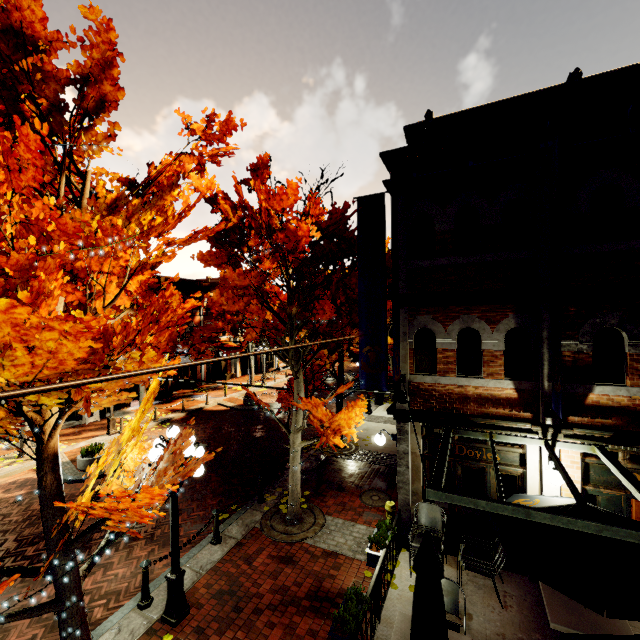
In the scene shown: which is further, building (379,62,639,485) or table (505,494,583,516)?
building (379,62,639,485)

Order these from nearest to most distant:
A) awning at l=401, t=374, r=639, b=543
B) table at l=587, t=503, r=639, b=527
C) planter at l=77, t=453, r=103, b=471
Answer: awning at l=401, t=374, r=639, b=543 < table at l=587, t=503, r=639, b=527 < planter at l=77, t=453, r=103, b=471

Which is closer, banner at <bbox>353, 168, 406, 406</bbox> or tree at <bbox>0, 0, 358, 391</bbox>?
Result: tree at <bbox>0, 0, 358, 391</bbox>

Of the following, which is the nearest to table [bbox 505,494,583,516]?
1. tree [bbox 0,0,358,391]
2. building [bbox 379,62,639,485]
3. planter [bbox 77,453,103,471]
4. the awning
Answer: building [bbox 379,62,639,485]

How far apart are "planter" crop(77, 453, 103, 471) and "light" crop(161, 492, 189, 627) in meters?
8.2

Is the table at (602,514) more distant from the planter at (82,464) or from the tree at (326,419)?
the planter at (82,464)

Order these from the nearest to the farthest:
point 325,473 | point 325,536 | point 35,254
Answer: point 35,254
point 325,536
point 325,473

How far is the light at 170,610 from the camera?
6.1 meters
